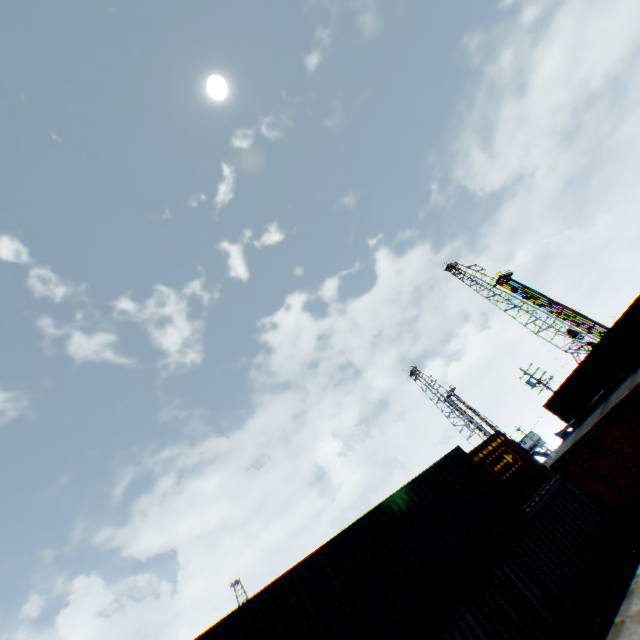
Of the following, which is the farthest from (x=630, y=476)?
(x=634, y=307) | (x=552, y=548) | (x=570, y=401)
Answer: (x=570, y=401)

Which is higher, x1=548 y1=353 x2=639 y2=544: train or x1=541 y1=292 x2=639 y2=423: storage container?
x1=541 y1=292 x2=639 y2=423: storage container

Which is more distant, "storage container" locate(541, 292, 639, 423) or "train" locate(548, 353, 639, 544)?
"storage container" locate(541, 292, 639, 423)

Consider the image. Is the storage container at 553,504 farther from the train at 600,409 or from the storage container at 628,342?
the storage container at 628,342

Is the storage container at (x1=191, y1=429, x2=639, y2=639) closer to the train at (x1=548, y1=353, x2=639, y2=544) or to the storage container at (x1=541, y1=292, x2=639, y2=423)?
the train at (x1=548, y1=353, x2=639, y2=544)

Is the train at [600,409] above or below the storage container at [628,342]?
below

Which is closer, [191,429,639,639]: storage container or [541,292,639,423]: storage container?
[191,429,639,639]: storage container
